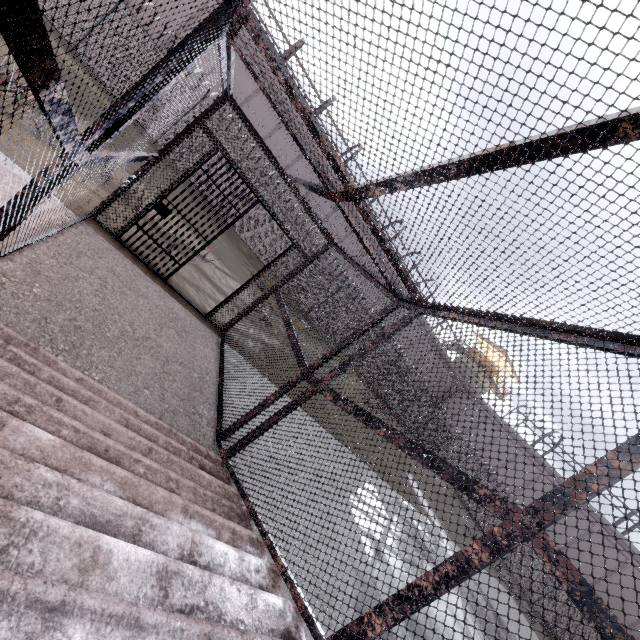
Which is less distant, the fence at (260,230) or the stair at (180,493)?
the stair at (180,493)

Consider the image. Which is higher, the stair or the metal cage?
the metal cage

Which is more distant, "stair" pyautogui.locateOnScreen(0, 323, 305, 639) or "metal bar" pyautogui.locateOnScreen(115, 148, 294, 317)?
"metal bar" pyautogui.locateOnScreen(115, 148, 294, 317)

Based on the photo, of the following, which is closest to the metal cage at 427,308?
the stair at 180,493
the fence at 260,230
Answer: the stair at 180,493

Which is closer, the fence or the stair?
the stair

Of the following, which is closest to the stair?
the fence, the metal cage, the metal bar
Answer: the metal cage

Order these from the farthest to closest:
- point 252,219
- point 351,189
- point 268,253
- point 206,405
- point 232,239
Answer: point 232,239 → point 268,253 → point 252,219 → point 206,405 → point 351,189

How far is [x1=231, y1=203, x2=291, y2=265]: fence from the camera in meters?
17.3 m
